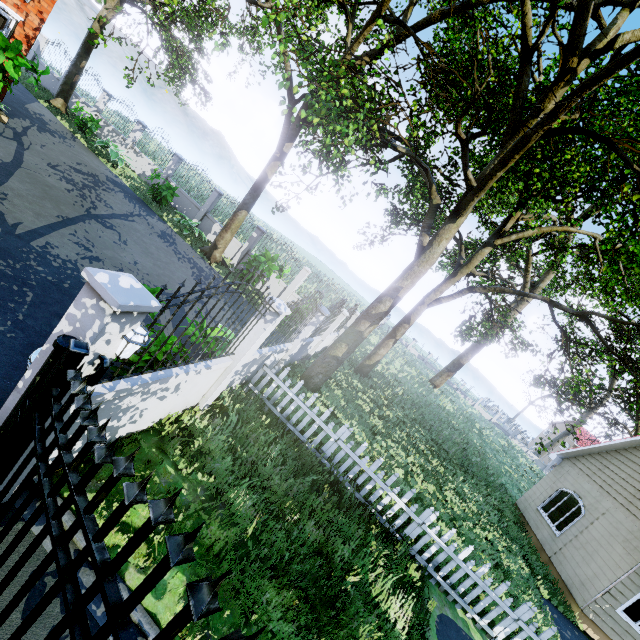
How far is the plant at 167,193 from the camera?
14.68m

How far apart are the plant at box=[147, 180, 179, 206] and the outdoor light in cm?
1423

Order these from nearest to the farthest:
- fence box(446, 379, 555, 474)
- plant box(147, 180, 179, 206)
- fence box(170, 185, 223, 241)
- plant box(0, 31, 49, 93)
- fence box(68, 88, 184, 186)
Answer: plant box(0, 31, 49, 93) → plant box(147, 180, 179, 206) → fence box(170, 185, 223, 241) → fence box(68, 88, 184, 186) → fence box(446, 379, 555, 474)

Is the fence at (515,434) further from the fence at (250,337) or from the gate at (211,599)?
the gate at (211,599)

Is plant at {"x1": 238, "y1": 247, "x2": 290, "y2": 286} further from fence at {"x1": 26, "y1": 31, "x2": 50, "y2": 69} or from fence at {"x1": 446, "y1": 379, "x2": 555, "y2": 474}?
fence at {"x1": 446, "y1": 379, "x2": 555, "y2": 474}

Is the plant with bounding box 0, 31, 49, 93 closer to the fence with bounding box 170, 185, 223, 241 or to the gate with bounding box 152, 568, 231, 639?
the fence with bounding box 170, 185, 223, 241

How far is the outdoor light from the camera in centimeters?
268cm

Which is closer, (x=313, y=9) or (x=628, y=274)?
(x=313, y=9)
